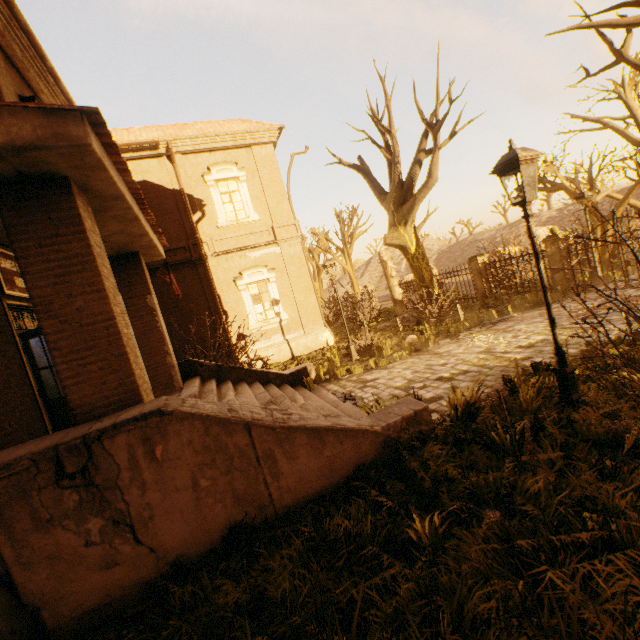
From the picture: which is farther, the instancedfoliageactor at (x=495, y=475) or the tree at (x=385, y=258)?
the tree at (x=385, y=258)

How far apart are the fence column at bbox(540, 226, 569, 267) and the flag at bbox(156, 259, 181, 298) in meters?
13.7

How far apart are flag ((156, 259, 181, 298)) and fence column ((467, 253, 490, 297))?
14.2m

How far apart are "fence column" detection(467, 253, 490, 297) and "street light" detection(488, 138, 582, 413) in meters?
12.7 m

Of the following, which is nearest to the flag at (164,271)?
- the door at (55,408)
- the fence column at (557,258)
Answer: the door at (55,408)

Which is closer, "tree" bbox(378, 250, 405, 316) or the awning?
the awning

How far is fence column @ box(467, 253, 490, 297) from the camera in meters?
16.4 m

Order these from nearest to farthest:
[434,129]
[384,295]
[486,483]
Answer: [486,483], [434,129], [384,295]
